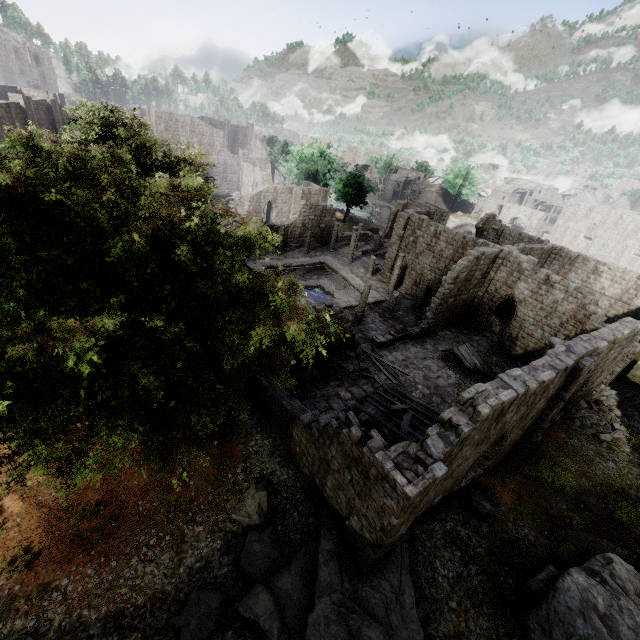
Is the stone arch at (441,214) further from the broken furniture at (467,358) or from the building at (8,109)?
the broken furniture at (467,358)

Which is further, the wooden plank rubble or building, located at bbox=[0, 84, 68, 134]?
building, located at bbox=[0, 84, 68, 134]

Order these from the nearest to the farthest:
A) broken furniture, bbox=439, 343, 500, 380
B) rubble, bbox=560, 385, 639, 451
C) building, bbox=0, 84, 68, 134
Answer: rubble, bbox=560, 385, 639, 451, broken furniture, bbox=439, 343, 500, 380, building, bbox=0, 84, 68, 134

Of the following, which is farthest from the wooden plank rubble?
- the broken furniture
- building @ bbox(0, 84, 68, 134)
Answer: the broken furniture

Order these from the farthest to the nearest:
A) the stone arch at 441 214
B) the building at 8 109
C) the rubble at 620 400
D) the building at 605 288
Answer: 1. the stone arch at 441 214
2. the building at 8 109
3. the rubble at 620 400
4. the building at 605 288

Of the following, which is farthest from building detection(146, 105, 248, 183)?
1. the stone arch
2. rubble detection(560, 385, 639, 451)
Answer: the stone arch

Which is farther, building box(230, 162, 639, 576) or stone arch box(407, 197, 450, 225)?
stone arch box(407, 197, 450, 225)

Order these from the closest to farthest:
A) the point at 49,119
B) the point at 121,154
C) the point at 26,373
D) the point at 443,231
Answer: the point at 26,373
the point at 121,154
the point at 443,231
the point at 49,119
